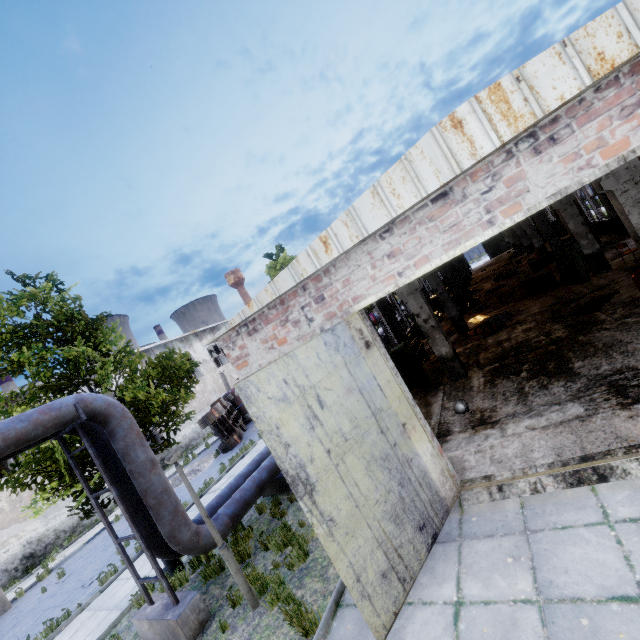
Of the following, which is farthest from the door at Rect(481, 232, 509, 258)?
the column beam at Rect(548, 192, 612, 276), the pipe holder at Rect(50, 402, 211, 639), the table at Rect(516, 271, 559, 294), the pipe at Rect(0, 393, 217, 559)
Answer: the pipe holder at Rect(50, 402, 211, 639)

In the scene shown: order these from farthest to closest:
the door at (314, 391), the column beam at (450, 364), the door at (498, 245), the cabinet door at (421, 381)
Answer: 1. the door at (498, 245)
2. the cabinet door at (421, 381)
3. the column beam at (450, 364)
4. the door at (314, 391)

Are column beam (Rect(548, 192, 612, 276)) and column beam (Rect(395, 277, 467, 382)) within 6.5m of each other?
yes

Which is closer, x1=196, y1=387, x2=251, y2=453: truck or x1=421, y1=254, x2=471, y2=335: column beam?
x1=421, y1=254, x2=471, y2=335: column beam

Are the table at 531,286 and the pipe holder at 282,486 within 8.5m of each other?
no

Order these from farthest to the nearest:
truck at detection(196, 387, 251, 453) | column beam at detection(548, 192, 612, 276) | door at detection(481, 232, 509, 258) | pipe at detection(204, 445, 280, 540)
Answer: door at detection(481, 232, 509, 258) → truck at detection(196, 387, 251, 453) → column beam at detection(548, 192, 612, 276) → pipe at detection(204, 445, 280, 540)

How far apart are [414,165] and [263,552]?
8.9 meters

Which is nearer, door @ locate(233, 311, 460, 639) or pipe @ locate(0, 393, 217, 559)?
door @ locate(233, 311, 460, 639)
